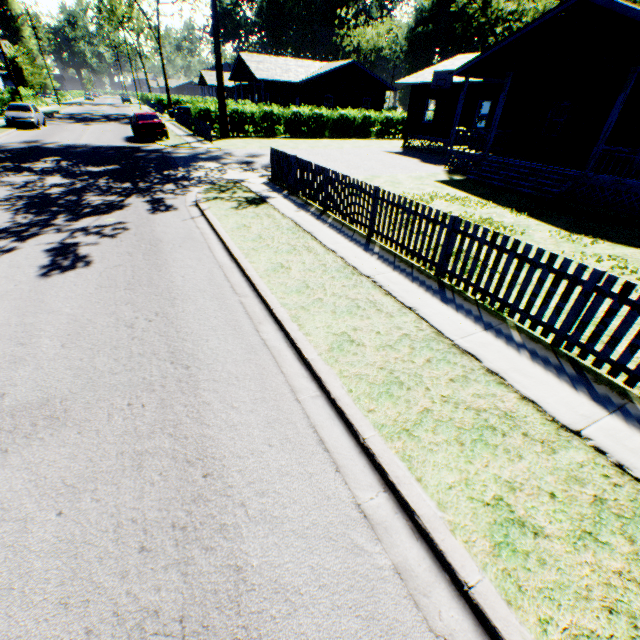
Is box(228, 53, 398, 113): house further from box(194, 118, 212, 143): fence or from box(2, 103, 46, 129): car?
box(2, 103, 46, 129): car

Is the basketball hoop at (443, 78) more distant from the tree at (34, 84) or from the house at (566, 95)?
the tree at (34, 84)

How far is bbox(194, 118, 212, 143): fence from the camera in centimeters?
2225cm

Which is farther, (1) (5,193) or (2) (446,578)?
(1) (5,193)

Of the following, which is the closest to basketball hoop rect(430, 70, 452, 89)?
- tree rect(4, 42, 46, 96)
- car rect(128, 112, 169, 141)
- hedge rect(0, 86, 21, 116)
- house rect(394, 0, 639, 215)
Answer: house rect(394, 0, 639, 215)

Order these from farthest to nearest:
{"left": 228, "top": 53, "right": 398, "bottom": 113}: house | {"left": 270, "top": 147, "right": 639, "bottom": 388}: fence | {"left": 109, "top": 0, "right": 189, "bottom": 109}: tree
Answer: {"left": 109, "top": 0, "right": 189, "bottom": 109}: tree, {"left": 228, "top": 53, "right": 398, "bottom": 113}: house, {"left": 270, "top": 147, "right": 639, "bottom": 388}: fence

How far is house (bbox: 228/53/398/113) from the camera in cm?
3291

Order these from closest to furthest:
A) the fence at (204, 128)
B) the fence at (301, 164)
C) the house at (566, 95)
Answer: the fence at (301, 164), the house at (566, 95), the fence at (204, 128)
